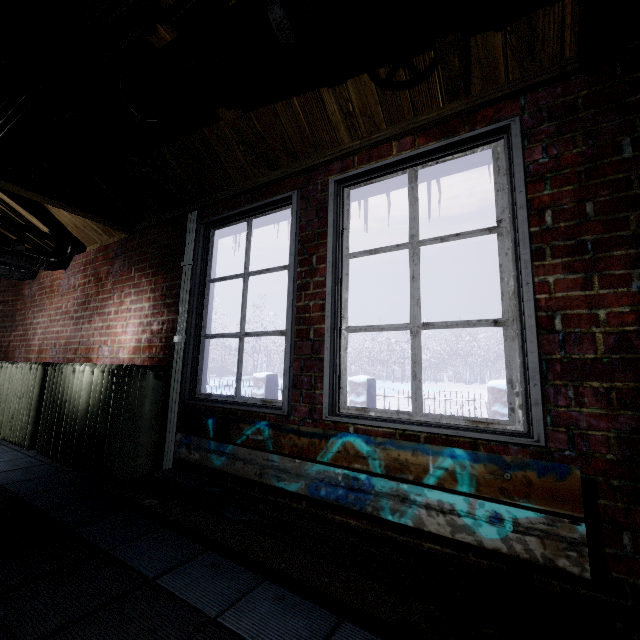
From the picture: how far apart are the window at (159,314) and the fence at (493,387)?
3.7m

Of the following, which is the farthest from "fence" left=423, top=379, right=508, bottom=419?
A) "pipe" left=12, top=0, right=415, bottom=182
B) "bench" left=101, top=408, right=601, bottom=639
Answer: "pipe" left=12, top=0, right=415, bottom=182

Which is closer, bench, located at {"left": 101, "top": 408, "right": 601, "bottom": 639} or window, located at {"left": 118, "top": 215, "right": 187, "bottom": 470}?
bench, located at {"left": 101, "top": 408, "right": 601, "bottom": 639}

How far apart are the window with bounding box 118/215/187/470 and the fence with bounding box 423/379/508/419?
3.75m

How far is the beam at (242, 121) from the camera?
1.6m

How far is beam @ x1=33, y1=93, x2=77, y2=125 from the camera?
1.74m

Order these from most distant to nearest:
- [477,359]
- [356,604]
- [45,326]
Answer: [477,359] → [45,326] → [356,604]
